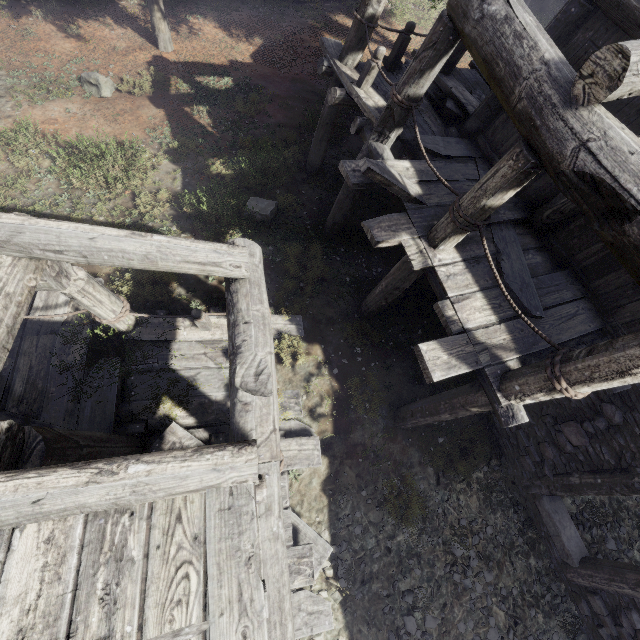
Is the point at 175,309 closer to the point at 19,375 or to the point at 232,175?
the point at 19,375

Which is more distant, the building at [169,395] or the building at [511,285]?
the building at [511,285]

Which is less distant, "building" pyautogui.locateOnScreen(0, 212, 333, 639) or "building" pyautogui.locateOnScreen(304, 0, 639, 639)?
"building" pyautogui.locateOnScreen(0, 212, 333, 639)
